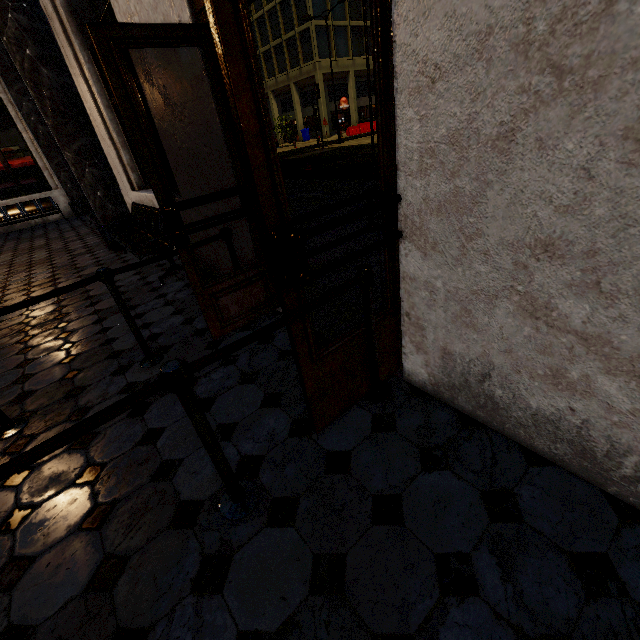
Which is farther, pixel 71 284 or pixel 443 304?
pixel 71 284
